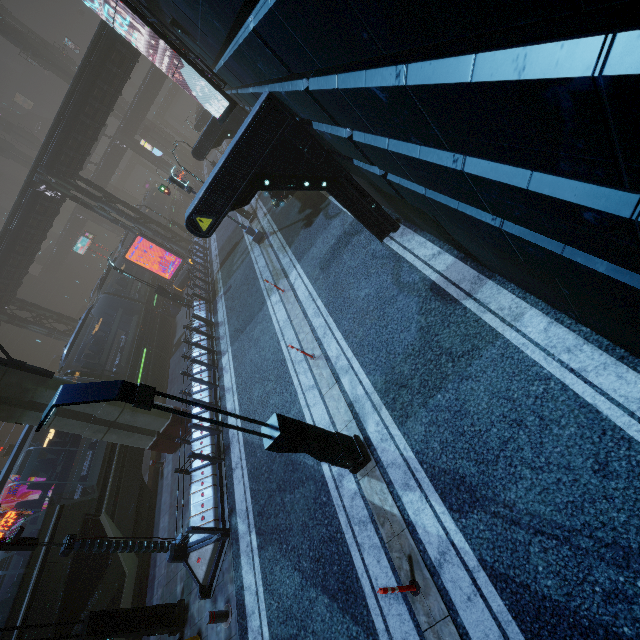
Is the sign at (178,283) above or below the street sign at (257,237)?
above

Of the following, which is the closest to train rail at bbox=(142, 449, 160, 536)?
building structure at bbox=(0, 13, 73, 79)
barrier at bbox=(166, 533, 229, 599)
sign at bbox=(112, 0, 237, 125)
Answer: barrier at bbox=(166, 533, 229, 599)

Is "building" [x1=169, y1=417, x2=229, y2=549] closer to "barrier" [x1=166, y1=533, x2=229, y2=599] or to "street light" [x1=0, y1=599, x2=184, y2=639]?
"barrier" [x1=166, y1=533, x2=229, y2=599]

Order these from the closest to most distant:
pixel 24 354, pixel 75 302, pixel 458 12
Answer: pixel 458 12 → pixel 24 354 → pixel 75 302

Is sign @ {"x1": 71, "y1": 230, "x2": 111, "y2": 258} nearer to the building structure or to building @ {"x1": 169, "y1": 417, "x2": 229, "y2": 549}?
building @ {"x1": 169, "y1": 417, "x2": 229, "y2": 549}

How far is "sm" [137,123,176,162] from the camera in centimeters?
5544cm

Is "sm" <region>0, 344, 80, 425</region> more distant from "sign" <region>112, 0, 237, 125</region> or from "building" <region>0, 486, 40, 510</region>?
"sign" <region>112, 0, 237, 125</region>

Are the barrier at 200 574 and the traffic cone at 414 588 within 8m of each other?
yes
